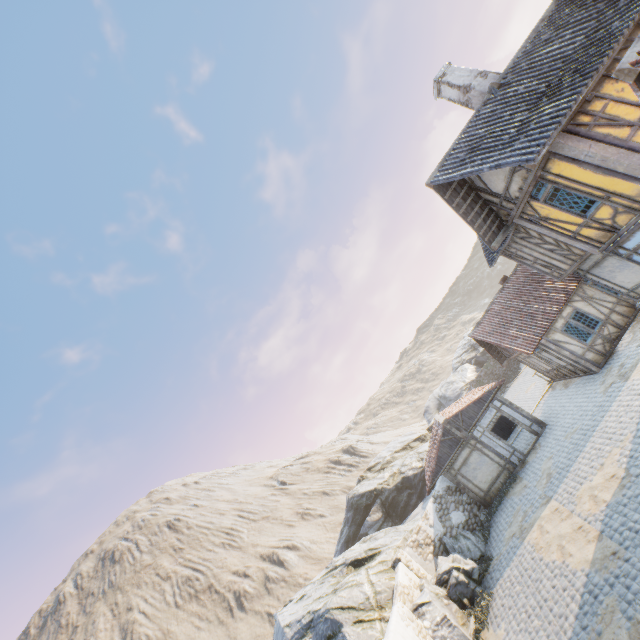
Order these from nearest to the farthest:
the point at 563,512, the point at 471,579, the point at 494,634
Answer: the point at 494,634 → the point at 563,512 → the point at 471,579

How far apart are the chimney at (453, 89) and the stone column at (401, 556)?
19.5m

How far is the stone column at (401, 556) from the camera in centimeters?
1473cm

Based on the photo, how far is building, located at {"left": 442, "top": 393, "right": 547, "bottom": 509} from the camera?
18.1 meters

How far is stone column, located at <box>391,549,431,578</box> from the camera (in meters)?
14.73

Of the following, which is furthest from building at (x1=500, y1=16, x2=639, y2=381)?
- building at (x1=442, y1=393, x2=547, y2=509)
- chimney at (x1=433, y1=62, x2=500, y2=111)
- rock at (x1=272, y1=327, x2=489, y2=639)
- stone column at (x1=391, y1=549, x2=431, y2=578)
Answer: stone column at (x1=391, y1=549, x2=431, y2=578)

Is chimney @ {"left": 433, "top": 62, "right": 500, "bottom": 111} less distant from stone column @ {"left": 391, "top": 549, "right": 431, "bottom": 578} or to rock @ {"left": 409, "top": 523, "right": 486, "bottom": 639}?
rock @ {"left": 409, "top": 523, "right": 486, "bottom": 639}

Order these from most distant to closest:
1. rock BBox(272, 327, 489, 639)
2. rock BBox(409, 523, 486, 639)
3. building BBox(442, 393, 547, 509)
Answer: building BBox(442, 393, 547, 509) < rock BBox(272, 327, 489, 639) < rock BBox(409, 523, 486, 639)
